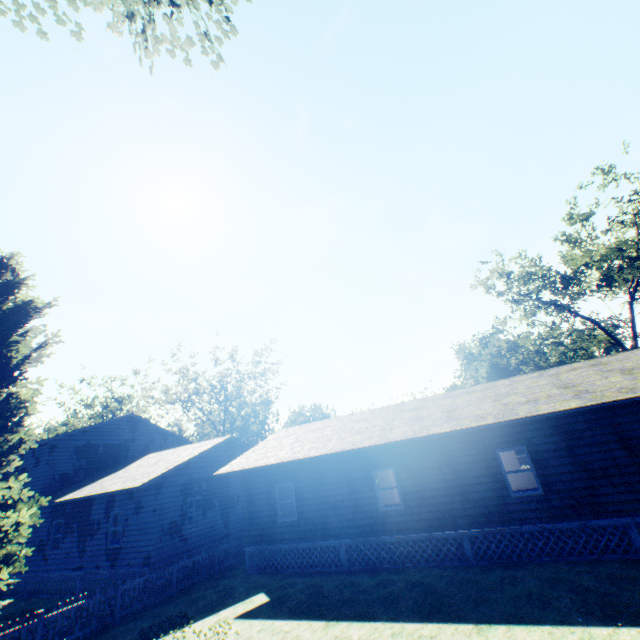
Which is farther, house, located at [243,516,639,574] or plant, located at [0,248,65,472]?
plant, located at [0,248,65,472]

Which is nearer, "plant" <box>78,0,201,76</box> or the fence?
the fence

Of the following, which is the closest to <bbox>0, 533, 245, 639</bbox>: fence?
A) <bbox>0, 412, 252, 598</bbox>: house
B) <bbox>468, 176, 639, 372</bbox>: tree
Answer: <bbox>0, 412, 252, 598</bbox>: house

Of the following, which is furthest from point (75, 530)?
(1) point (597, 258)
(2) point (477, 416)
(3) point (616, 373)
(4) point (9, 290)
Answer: (1) point (597, 258)

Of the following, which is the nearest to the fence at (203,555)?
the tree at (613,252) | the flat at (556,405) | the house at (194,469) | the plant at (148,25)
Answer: the plant at (148,25)

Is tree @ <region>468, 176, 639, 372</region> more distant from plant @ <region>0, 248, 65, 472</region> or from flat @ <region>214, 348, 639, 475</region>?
flat @ <region>214, 348, 639, 475</region>

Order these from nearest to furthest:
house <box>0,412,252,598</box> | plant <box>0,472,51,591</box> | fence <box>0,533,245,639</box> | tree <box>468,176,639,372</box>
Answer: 1. fence <box>0,533,245,639</box>
2. plant <box>0,472,51,591</box>
3. house <box>0,412,252,598</box>
4. tree <box>468,176,639,372</box>

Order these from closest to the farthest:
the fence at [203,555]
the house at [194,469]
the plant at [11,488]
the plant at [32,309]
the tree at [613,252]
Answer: the fence at [203,555]
the plant at [11,488]
the plant at [32,309]
the house at [194,469]
the tree at [613,252]
